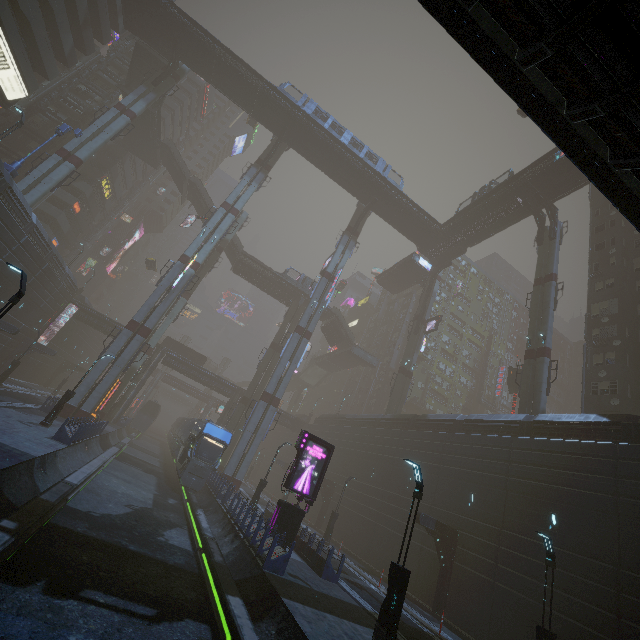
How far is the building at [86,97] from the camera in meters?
47.1 m

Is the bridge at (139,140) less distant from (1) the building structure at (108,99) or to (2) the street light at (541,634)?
(1) the building structure at (108,99)

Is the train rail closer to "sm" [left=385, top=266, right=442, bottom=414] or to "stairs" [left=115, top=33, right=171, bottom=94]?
"sm" [left=385, top=266, right=442, bottom=414]

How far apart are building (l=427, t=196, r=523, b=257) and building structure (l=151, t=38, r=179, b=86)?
42.3m

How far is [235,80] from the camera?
40.03m

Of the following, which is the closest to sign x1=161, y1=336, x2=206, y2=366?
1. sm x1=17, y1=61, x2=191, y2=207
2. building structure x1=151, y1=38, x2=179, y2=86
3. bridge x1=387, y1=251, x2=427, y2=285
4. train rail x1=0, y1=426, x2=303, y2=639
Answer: train rail x1=0, y1=426, x2=303, y2=639

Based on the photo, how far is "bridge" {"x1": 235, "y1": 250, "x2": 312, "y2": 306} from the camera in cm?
5244

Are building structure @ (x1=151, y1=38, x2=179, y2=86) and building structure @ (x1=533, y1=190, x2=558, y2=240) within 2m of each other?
no
